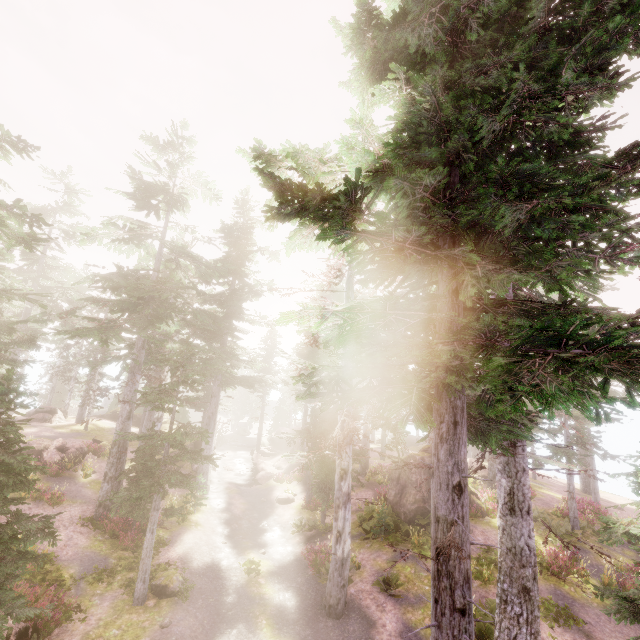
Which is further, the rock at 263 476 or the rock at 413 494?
the rock at 263 476

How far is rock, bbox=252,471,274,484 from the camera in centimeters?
3100cm

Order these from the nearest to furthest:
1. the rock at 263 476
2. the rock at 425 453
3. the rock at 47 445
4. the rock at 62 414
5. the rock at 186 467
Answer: the rock at 425 453 < the rock at 47 445 < the rock at 186 467 < the rock at 263 476 < the rock at 62 414

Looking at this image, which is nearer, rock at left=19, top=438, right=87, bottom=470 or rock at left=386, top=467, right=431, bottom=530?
rock at left=386, top=467, right=431, bottom=530

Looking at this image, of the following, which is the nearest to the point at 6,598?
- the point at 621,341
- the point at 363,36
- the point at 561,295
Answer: the point at 621,341

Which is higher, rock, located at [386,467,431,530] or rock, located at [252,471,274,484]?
rock, located at [386,467,431,530]

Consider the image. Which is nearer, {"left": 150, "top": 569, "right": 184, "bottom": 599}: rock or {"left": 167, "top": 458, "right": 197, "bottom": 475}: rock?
{"left": 150, "top": 569, "right": 184, "bottom": 599}: rock

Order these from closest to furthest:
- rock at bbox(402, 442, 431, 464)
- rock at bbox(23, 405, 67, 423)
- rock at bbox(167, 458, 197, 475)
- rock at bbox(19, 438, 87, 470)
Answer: rock at bbox(402, 442, 431, 464) < rock at bbox(19, 438, 87, 470) < rock at bbox(167, 458, 197, 475) < rock at bbox(23, 405, 67, 423)
